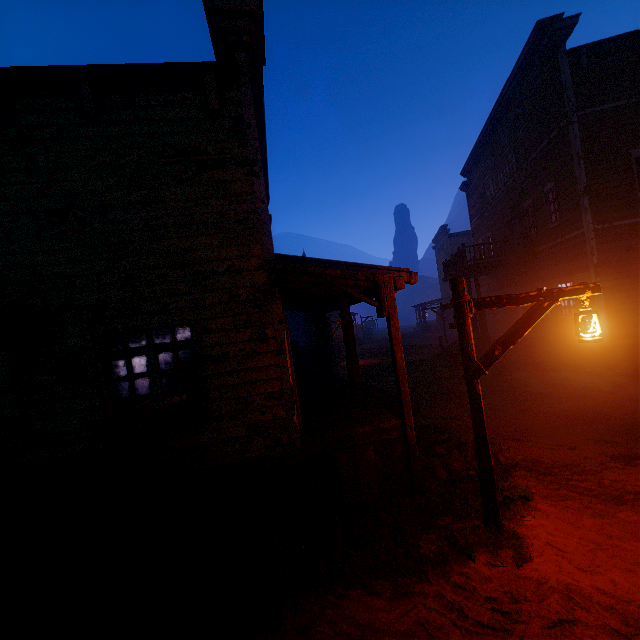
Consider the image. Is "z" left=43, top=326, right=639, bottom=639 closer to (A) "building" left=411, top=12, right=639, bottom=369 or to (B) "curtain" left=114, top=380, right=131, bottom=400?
(A) "building" left=411, top=12, right=639, bottom=369

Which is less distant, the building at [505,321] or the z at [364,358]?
the z at [364,358]

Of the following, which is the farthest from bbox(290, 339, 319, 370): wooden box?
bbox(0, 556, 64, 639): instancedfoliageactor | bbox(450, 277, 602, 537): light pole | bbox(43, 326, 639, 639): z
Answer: bbox(0, 556, 64, 639): instancedfoliageactor

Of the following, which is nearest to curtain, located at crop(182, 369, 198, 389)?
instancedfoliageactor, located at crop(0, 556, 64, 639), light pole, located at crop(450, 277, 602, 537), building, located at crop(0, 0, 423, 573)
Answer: building, located at crop(0, 0, 423, 573)

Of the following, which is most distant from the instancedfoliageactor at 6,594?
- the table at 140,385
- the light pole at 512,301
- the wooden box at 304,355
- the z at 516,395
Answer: the wooden box at 304,355

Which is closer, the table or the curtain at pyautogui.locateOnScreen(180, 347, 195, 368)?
the curtain at pyautogui.locateOnScreen(180, 347, 195, 368)

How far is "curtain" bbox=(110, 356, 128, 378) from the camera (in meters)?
4.90

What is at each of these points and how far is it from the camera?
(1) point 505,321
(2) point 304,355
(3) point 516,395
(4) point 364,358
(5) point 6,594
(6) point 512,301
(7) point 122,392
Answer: (1) building, 20.3 meters
(2) wooden box, 17.5 meters
(3) z, 9.9 meters
(4) z, 23.8 meters
(5) instancedfoliageactor, 3.1 meters
(6) light pole, 4.0 meters
(7) curtain, 4.9 meters
